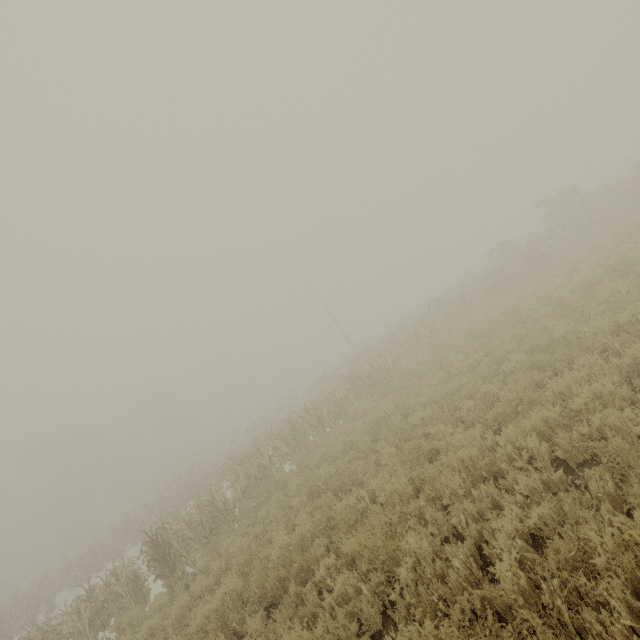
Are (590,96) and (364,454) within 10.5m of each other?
no
